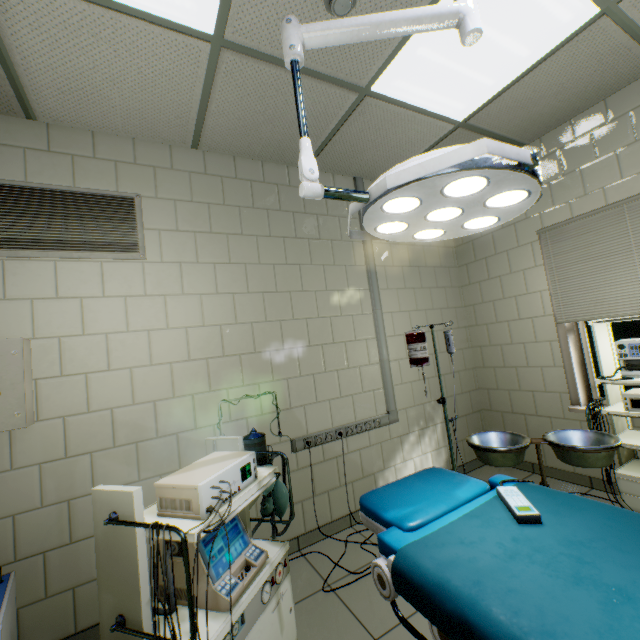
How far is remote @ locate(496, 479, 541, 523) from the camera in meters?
1.1 m

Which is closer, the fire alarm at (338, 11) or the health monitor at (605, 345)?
the fire alarm at (338, 11)

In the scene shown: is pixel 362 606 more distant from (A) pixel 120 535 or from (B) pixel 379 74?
(B) pixel 379 74

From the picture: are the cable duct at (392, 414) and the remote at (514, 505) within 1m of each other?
no

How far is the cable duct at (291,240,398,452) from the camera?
2.8m

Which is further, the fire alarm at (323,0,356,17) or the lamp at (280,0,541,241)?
the fire alarm at (323,0,356,17)

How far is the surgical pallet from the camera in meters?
1.9

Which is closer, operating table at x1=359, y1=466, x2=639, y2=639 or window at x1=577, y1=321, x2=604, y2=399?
operating table at x1=359, y1=466, x2=639, y2=639
